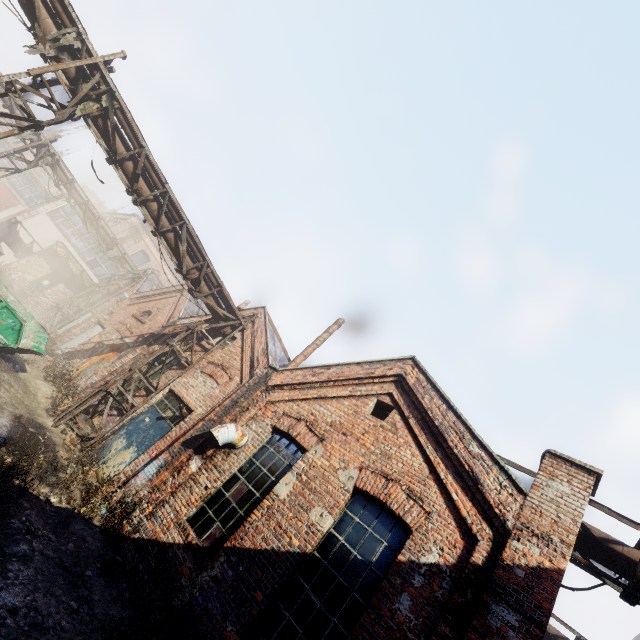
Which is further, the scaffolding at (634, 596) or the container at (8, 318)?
the container at (8, 318)

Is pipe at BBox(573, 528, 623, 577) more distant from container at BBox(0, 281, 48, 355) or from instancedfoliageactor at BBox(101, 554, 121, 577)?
container at BBox(0, 281, 48, 355)

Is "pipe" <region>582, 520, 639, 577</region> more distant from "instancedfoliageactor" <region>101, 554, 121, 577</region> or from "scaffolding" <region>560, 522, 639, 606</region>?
"instancedfoliageactor" <region>101, 554, 121, 577</region>

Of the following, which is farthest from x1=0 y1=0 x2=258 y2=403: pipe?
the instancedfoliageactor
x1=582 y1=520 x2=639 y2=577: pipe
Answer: x1=582 y1=520 x2=639 y2=577: pipe

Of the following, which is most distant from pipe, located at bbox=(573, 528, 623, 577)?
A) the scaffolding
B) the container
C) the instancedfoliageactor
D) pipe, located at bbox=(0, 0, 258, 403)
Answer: the container

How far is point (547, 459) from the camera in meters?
5.4

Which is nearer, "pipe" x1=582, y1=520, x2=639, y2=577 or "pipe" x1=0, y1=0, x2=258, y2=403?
"pipe" x1=582, y1=520, x2=639, y2=577

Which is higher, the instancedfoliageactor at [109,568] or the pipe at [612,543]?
the pipe at [612,543]
